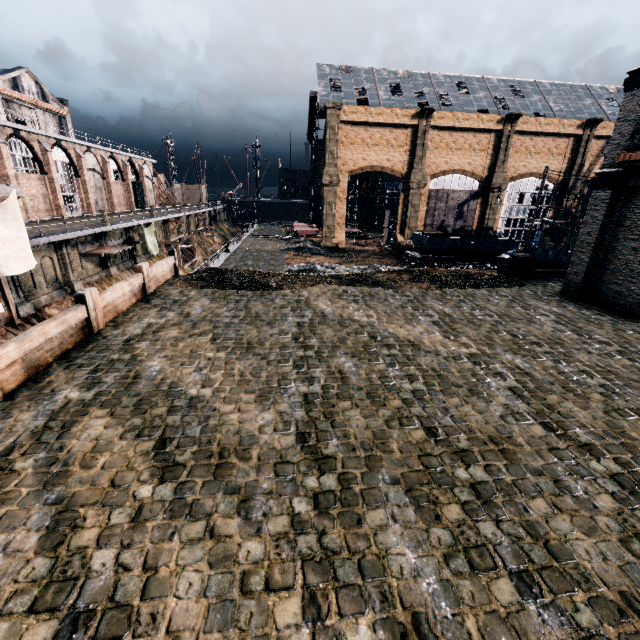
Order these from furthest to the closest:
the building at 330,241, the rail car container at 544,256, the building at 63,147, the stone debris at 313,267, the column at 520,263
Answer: the stone debris at 313,267
the building at 63,147
the rail car container at 544,256
the column at 520,263
the building at 330,241

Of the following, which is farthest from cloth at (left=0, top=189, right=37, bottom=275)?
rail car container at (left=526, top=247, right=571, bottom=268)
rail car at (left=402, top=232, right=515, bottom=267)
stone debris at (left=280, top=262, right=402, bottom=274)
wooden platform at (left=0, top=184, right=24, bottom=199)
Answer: rail car at (left=402, top=232, right=515, bottom=267)

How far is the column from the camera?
23.02m

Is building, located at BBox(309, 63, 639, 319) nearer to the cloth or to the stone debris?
the stone debris

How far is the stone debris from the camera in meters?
32.2 m

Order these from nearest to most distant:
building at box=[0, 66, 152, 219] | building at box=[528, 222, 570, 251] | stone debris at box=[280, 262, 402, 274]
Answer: building at box=[0, 66, 152, 219] → stone debris at box=[280, 262, 402, 274] → building at box=[528, 222, 570, 251]

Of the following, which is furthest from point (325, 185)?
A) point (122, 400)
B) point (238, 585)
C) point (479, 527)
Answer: A: point (238, 585)

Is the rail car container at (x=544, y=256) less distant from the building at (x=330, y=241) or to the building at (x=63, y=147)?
the building at (x=330, y=241)
